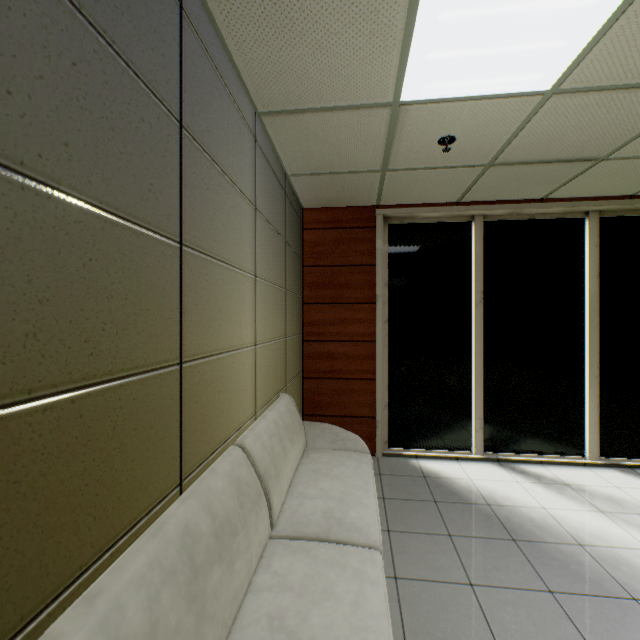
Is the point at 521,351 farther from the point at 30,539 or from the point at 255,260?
the point at 30,539
